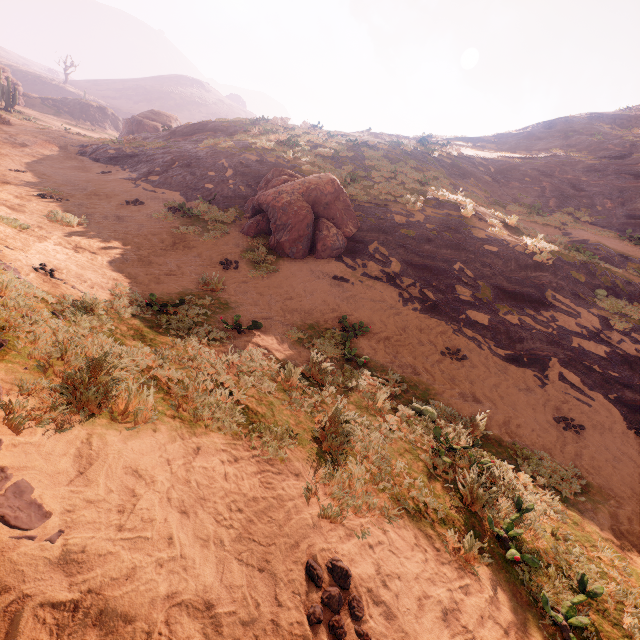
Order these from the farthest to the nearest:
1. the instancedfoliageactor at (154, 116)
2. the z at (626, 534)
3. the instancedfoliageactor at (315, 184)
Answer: the instancedfoliageactor at (154, 116)
the instancedfoliageactor at (315, 184)
the z at (626, 534)

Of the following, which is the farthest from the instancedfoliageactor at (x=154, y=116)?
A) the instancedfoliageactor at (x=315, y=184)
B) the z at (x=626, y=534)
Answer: the instancedfoliageactor at (x=315, y=184)

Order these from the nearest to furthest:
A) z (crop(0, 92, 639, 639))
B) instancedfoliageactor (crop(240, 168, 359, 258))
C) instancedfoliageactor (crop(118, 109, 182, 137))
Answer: z (crop(0, 92, 639, 639))
instancedfoliageactor (crop(240, 168, 359, 258))
instancedfoliageactor (crop(118, 109, 182, 137))

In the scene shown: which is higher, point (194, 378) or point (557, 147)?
point (557, 147)

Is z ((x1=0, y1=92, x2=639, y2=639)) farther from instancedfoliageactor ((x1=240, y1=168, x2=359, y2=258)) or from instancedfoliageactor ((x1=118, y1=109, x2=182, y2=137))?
instancedfoliageactor ((x1=118, y1=109, x2=182, y2=137))

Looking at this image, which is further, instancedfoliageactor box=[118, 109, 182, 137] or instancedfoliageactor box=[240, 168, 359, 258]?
instancedfoliageactor box=[118, 109, 182, 137]
